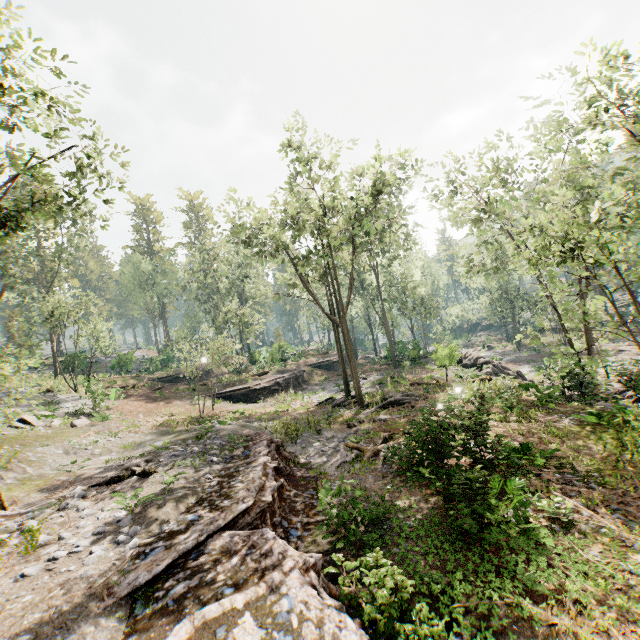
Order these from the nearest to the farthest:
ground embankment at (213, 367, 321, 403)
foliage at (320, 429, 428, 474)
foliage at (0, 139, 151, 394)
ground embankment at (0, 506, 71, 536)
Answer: ground embankment at (0, 506, 71, 536) < foliage at (320, 429, 428, 474) < foliage at (0, 139, 151, 394) < ground embankment at (213, 367, 321, 403)

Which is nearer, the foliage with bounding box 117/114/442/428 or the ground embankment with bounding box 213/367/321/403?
the foliage with bounding box 117/114/442/428

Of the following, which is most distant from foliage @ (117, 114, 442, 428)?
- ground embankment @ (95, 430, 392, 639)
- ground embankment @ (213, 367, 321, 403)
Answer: ground embankment @ (213, 367, 321, 403)

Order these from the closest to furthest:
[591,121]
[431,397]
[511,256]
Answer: [591,121] < [431,397] < [511,256]

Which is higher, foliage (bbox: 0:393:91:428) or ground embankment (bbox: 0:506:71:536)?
foliage (bbox: 0:393:91:428)

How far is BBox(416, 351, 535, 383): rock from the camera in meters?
24.6

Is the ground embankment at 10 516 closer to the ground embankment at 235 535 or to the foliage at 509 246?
the foliage at 509 246

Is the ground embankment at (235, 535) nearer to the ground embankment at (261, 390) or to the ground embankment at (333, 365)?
the ground embankment at (261, 390)
